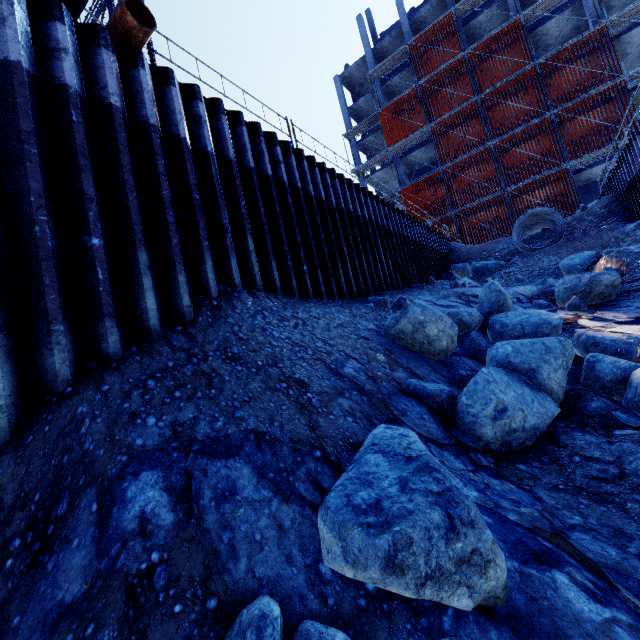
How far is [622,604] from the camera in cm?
196

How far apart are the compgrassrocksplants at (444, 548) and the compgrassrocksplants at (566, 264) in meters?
7.8 m

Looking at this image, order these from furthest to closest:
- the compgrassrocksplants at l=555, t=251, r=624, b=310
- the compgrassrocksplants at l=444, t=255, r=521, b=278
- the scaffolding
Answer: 1. the scaffolding
2. the compgrassrocksplants at l=444, t=255, r=521, b=278
3. the compgrassrocksplants at l=555, t=251, r=624, b=310

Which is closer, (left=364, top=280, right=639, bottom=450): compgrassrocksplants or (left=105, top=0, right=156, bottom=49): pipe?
(left=364, top=280, right=639, bottom=450): compgrassrocksplants

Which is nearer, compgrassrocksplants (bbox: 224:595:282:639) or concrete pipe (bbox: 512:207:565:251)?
compgrassrocksplants (bbox: 224:595:282:639)

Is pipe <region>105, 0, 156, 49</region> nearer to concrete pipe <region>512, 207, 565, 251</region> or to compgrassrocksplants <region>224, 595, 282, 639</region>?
compgrassrocksplants <region>224, 595, 282, 639</region>

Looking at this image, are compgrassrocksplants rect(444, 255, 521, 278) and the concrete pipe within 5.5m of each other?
yes

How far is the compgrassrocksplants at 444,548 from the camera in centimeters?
162cm
